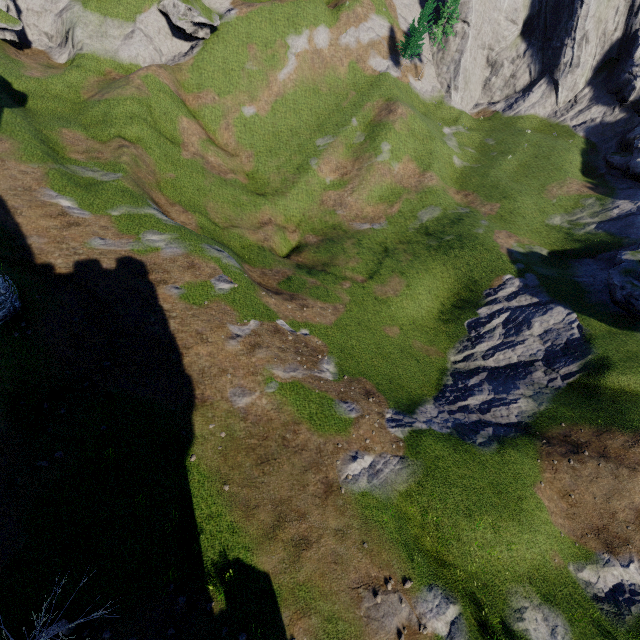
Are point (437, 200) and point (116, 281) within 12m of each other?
no
